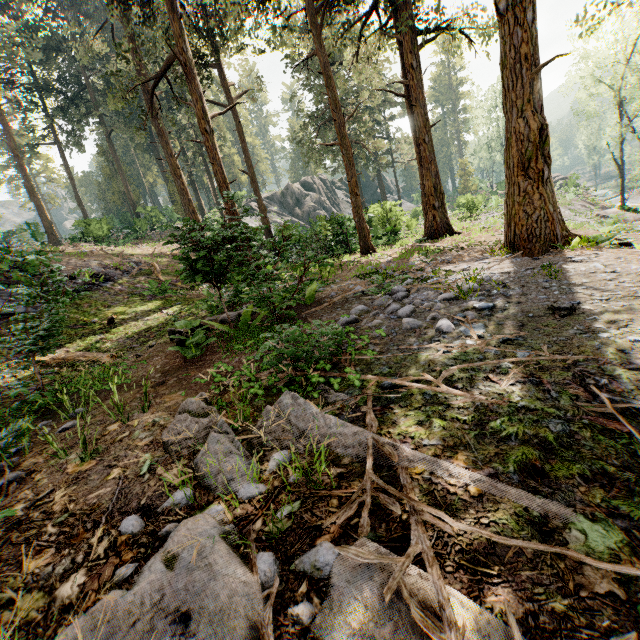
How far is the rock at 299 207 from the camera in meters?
20.2 m

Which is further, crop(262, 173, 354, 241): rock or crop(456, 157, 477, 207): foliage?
crop(456, 157, 477, 207): foliage

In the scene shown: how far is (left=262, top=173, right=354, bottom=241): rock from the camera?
20.23m

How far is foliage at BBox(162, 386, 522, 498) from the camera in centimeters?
246cm

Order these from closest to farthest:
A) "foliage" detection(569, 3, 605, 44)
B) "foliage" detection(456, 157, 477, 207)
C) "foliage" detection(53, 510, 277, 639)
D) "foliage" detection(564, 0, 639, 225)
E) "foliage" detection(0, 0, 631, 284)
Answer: "foliage" detection(53, 510, 277, 639) < "foliage" detection(0, 0, 631, 284) < "foliage" detection(569, 3, 605, 44) < "foliage" detection(564, 0, 639, 225) < "foliage" detection(456, 157, 477, 207)

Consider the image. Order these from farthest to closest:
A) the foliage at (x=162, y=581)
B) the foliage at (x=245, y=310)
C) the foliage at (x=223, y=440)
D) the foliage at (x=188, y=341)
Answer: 1. the foliage at (x=245, y=310)
2. the foliage at (x=188, y=341)
3. the foliage at (x=223, y=440)
4. the foliage at (x=162, y=581)

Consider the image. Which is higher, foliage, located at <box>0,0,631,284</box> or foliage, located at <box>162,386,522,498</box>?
foliage, located at <box>0,0,631,284</box>

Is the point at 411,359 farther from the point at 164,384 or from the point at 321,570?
the point at 164,384
